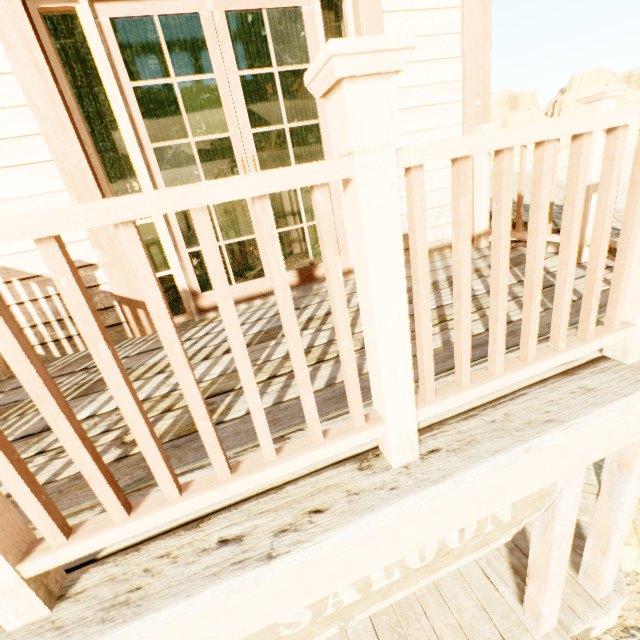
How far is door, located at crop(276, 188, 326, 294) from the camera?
2.67m

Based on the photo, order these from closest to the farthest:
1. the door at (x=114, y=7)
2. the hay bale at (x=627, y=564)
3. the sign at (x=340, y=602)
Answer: the sign at (x=340, y=602), the door at (x=114, y=7), the hay bale at (x=627, y=564)

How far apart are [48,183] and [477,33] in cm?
340

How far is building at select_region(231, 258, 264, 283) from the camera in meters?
3.7 m

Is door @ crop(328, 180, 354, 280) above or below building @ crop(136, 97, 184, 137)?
below

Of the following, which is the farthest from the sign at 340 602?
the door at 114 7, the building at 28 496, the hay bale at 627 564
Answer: the hay bale at 627 564

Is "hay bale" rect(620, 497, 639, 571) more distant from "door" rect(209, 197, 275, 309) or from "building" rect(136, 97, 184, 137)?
"door" rect(209, 197, 275, 309)

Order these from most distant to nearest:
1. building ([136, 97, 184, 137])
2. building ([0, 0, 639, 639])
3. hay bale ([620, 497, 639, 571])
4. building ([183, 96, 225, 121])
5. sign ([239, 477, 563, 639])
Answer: building ([183, 96, 225, 121]) → building ([136, 97, 184, 137]) → hay bale ([620, 497, 639, 571]) → sign ([239, 477, 563, 639]) → building ([0, 0, 639, 639])
